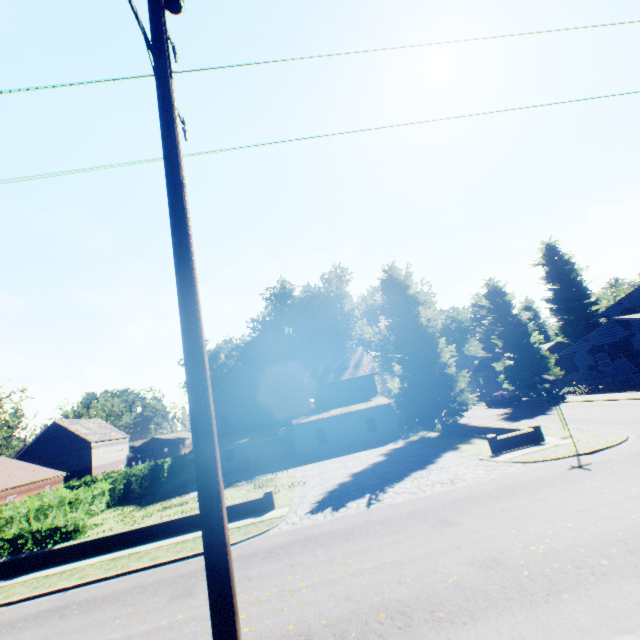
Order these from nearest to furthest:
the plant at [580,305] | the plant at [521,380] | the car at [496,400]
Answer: the car at [496,400], the plant at [521,380], the plant at [580,305]

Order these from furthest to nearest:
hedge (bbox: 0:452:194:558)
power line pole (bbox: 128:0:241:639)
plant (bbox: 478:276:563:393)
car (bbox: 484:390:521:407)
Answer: plant (bbox: 478:276:563:393), car (bbox: 484:390:521:407), hedge (bbox: 0:452:194:558), power line pole (bbox: 128:0:241:639)

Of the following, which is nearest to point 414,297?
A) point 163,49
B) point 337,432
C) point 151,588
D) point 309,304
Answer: point 337,432

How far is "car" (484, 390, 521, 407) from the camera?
36.4m

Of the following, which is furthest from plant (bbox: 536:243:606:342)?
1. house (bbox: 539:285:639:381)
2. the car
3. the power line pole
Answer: the power line pole

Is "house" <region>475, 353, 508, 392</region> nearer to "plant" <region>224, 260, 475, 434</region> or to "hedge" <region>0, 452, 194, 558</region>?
"plant" <region>224, 260, 475, 434</region>

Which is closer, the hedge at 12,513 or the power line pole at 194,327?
the power line pole at 194,327

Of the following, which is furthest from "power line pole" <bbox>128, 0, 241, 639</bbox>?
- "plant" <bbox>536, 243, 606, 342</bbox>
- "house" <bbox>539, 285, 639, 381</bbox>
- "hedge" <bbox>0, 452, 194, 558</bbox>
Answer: "house" <bbox>539, 285, 639, 381</bbox>
